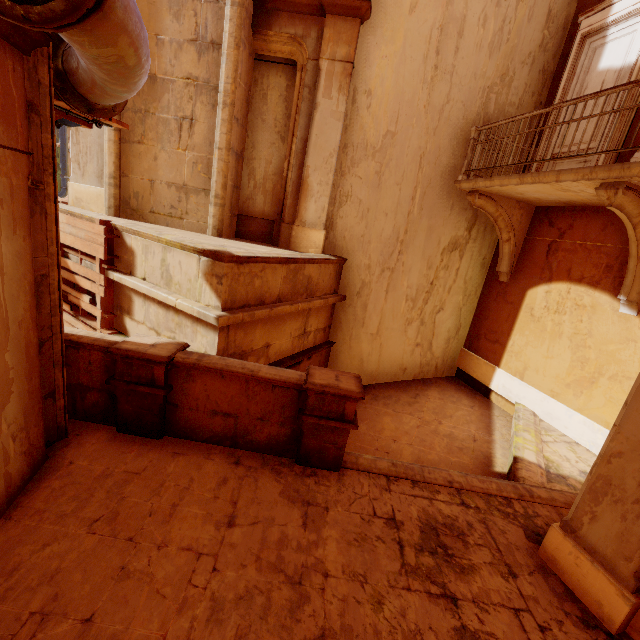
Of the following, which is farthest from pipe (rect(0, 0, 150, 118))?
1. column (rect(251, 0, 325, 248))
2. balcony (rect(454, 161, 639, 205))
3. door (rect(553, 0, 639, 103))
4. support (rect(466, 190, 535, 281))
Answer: door (rect(553, 0, 639, 103))

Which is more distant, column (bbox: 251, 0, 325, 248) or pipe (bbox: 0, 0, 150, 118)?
column (bbox: 251, 0, 325, 248)

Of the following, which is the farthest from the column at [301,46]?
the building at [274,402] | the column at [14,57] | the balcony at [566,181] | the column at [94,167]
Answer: the column at [14,57]

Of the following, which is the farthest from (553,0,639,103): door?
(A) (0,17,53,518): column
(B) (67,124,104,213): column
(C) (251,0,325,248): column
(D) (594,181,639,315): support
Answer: (B) (67,124,104,213): column

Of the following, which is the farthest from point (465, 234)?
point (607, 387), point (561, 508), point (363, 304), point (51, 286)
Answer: point (51, 286)

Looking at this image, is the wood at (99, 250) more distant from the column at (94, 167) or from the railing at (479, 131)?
the railing at (479, 131)

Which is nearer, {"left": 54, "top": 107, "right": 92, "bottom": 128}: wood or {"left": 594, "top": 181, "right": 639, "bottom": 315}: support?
{"left": 54, "top": 107, "right": 92, "bottom": 128}: wood

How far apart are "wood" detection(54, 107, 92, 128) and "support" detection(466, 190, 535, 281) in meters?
7.0
